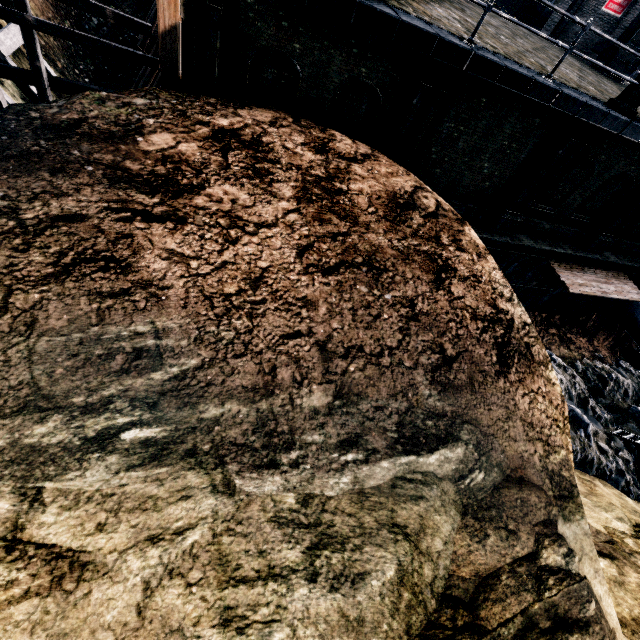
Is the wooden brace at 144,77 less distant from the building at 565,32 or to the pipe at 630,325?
the building at 565,32

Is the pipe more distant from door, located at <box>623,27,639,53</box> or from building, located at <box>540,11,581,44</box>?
door, located at <box>623,27,639,53</box>

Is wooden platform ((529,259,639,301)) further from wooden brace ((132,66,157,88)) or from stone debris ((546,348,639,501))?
wooden brace ((132,66,157,88))

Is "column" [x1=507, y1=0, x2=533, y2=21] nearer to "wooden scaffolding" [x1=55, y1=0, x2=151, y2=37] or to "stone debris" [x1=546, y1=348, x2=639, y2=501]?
"stone debris" [x1=546, y1=348, x2=639, y2=501]

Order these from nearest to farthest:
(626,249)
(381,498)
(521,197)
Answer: (381,498)
(521,197)
(626,249)

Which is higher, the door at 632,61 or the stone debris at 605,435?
the door at 632,61

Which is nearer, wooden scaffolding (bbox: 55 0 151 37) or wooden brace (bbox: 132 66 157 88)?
wooden scaffolding (bbox: 55 0 151 37)

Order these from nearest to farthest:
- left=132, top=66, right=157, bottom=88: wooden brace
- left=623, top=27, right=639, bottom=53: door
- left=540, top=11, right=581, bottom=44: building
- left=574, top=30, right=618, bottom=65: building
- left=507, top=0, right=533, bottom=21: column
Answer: left=132, top=66, right=157, bottom=88: wooden brace
left=623, top=27, right=639, bottom=53: door
left=574, top=30, right=618, bottom=65: building
left=540, top=11, right=581, bottom=44: building
left=507, top=0, right=533, bottom=21: column
